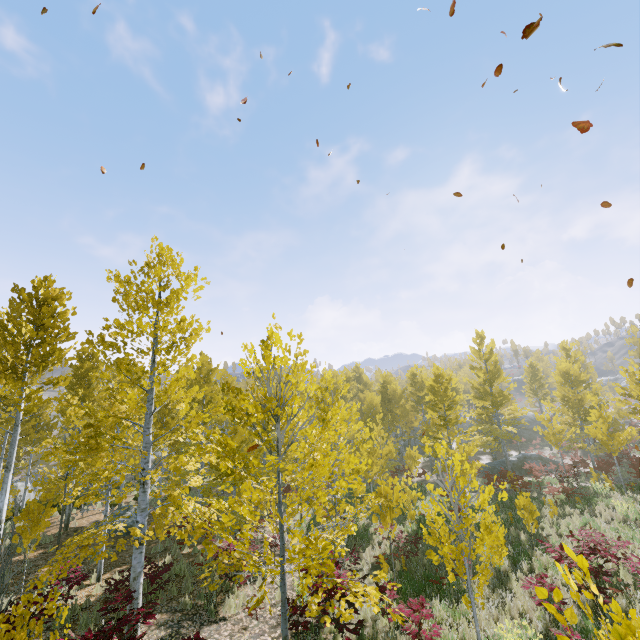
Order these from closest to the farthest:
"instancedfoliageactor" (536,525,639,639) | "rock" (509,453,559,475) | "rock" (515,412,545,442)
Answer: "instancedfoliageactor" (536,525,639,639), "rock" (509,453,559,475), "rock" (515,412,545,442)

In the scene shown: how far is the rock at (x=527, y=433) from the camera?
42.47m

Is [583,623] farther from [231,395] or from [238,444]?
[231,395]

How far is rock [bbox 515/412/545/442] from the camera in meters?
42.5 m

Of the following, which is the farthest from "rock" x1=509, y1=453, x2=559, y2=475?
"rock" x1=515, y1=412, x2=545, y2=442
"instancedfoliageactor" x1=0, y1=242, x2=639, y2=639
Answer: "rock" x1=515, y1=412, x2=545, y2=442

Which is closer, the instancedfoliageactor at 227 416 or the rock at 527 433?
the instancedfoliageactor at 227 416
